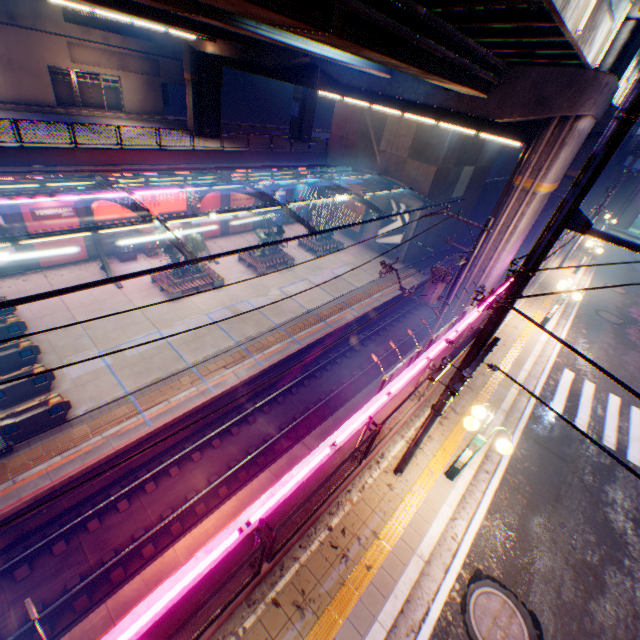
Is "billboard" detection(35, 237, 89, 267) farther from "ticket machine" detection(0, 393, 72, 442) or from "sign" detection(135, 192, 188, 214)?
"ticket machine" detection(0, 393, 72, 442)

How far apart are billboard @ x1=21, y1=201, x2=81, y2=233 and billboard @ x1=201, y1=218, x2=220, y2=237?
7.6m

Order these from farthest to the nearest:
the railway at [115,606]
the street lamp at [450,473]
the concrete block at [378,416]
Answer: the railway at [115,606] → the concrete block at [378,416] → the street lamp at [450,473]

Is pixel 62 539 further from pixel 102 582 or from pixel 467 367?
pixel 467 367

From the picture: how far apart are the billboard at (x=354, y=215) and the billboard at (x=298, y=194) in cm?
401

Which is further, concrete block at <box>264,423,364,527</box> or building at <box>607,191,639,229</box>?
building at <box>607,191,639,229</box>

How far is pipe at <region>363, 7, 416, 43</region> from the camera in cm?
761

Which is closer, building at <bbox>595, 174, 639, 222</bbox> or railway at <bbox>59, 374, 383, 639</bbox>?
railway at <bbox>59, 374, 383, 639</bbox>
